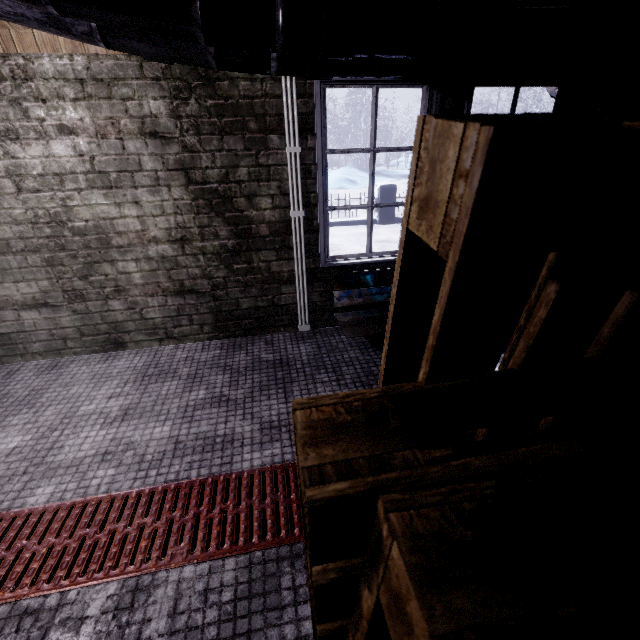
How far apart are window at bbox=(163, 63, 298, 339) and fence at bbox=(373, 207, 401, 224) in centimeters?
400cm

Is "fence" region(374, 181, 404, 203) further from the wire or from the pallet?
the pallet

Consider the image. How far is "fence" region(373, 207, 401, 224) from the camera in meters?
7.7

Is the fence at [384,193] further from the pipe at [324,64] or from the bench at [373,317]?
the pipe at [324,64]

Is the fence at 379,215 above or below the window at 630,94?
below

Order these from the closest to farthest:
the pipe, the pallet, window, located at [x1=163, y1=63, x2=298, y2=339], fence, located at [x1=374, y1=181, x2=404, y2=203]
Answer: the pallet < the pipe < window, located at [x1=163, y1=63, x2=298, y2=339] < fence, located at [x1=374, y1=181, x2=404, y2=203]

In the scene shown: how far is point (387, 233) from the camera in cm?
716

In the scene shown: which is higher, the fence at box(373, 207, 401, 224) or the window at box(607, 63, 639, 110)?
the window at box(607, 63, 639, 110)
